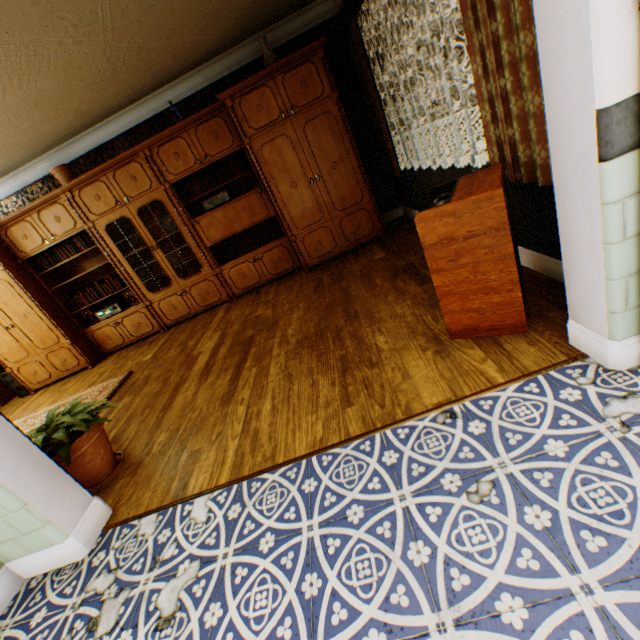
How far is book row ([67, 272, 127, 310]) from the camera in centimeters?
542cm

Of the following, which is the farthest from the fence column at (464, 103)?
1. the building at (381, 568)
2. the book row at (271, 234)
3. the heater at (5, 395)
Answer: the heater at (5, 395)

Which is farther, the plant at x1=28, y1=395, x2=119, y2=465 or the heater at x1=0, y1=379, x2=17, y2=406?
the heater at x1=0, y1=379, x2=17, y2=406

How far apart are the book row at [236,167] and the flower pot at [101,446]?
3.5m

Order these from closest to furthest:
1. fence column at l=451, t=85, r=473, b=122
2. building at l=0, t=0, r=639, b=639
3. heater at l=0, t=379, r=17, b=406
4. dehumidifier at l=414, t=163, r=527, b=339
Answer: building at l=0, t=0, r=639, b=639, dehumidifier at l=414, t=163, r=527, b=339, heater at l=0, t=379, r=17, b=406, fence column at l=451, t=85, r=473, b=122

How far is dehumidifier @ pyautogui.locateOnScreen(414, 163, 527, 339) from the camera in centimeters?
169cm

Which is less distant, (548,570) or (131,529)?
(548,570)

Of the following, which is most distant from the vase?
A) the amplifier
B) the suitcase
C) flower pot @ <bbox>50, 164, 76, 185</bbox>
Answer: the suitcase
